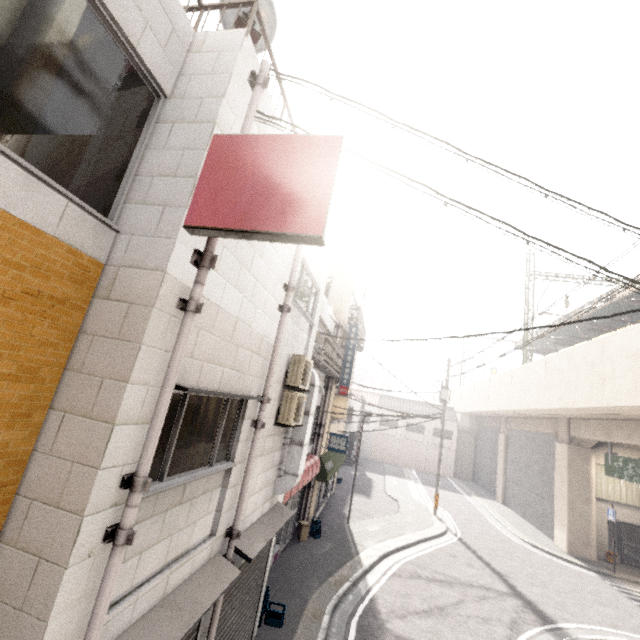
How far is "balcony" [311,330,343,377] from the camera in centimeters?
942cm

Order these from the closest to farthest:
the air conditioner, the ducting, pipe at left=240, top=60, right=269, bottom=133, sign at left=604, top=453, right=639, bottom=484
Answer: pipe at left=240, top=60, right=269, bottom=133 → the air conditioner → the ducting → sign at left=604, top=453, right=639, bottom=484

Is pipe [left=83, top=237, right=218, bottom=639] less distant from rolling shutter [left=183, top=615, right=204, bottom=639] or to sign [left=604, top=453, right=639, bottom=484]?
rolling shutter [left=183, top=615, right=204, bottom=639]

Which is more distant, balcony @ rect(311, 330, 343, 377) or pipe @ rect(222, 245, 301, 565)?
balcony @ rect(311, 330, 343, 377)

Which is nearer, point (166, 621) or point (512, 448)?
point (166, 621)

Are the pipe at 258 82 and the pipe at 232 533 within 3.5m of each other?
yes

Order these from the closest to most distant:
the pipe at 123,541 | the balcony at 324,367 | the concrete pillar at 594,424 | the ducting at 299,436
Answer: the pipe at 123,541 < the ducting at 299,436 < the balcony at 324,367 < the concrete pillar at 594,424

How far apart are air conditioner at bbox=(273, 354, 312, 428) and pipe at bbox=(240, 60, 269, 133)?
3.50m
